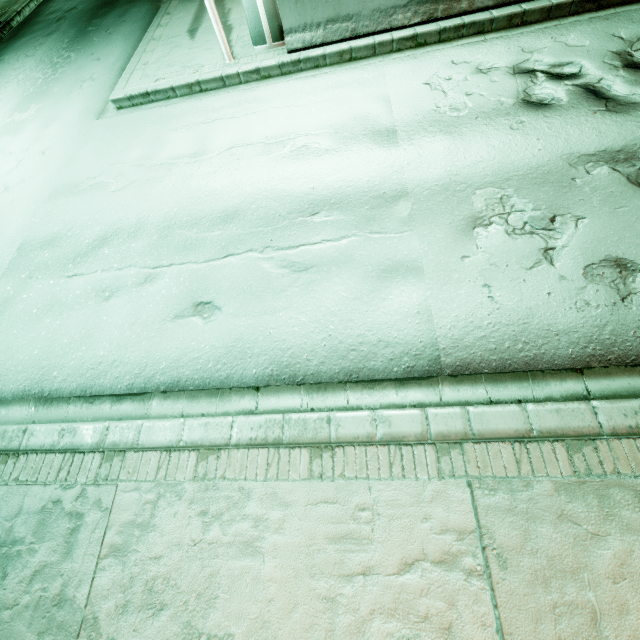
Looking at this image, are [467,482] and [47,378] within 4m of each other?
no
